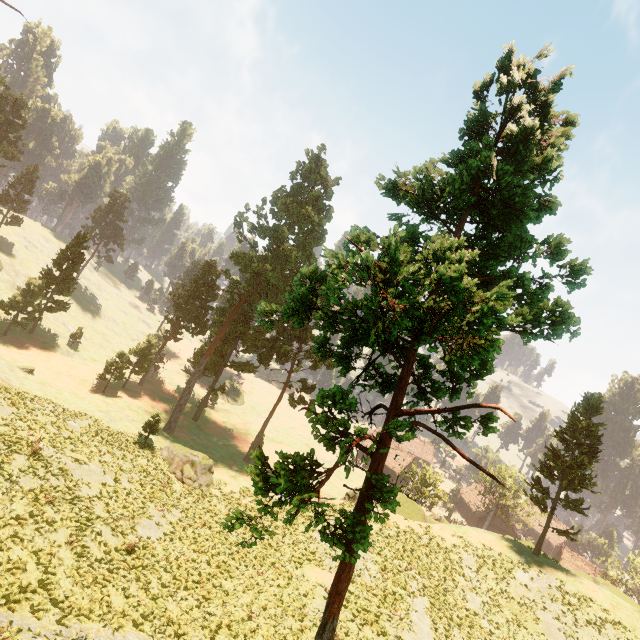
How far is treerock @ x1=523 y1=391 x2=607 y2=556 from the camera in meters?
29.4

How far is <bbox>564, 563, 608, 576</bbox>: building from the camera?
58.7 meters

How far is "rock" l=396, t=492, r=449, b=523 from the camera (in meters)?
33.44

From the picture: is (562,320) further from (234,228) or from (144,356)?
(144,356)

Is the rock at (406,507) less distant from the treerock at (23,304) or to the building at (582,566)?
the treerock at (23,304)

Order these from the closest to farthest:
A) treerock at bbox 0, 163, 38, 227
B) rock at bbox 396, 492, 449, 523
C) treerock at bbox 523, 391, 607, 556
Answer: treerock at bbox 523, 391, 607, 556 → rock at bbox 396, 492, 449, 523 → treerock at bbox 0, 163, 38, 227
